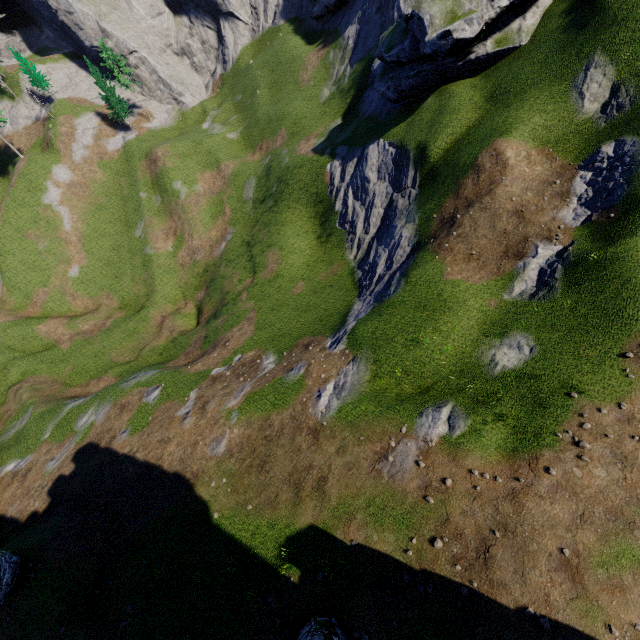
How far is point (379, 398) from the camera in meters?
18.6
